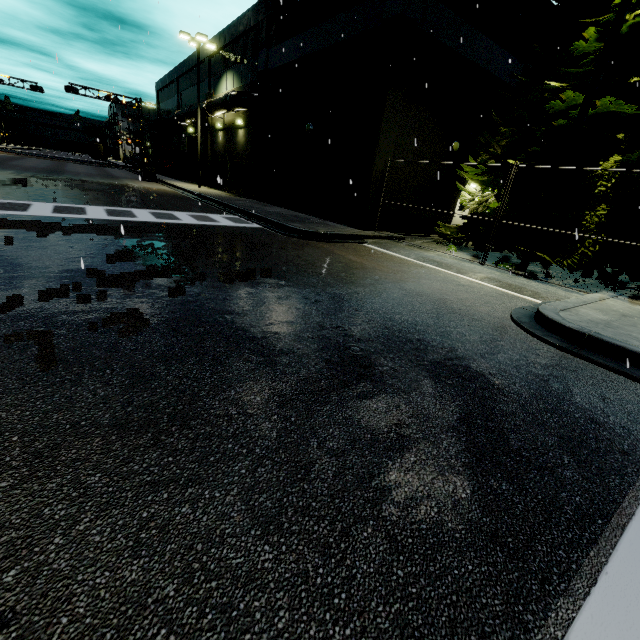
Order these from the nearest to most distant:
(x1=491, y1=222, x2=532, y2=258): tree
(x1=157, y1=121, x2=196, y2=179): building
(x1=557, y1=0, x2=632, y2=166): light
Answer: (x1=557, y1=0, x2=632, y2=166): light
(x1=491, y1=222, x2=532, y2=258): tree
(x1=157, y1=121, x2=196, y2=179): building

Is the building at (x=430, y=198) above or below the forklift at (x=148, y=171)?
above

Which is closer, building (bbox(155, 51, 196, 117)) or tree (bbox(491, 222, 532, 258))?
tree (bbox(491, 222, 532, 258))

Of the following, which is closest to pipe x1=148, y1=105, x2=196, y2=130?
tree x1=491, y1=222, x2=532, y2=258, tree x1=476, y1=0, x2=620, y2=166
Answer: tree x1=476, y1=0, x2=620, y2=166

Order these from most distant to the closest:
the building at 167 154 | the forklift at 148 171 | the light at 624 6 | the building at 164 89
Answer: the building at 167 154
the building at 164 89
the forklift at 148 171
the light at 624 6

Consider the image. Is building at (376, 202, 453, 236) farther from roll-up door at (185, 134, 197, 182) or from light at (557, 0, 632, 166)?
light at (557, 0, 632, 166)

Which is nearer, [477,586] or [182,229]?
[477,586]

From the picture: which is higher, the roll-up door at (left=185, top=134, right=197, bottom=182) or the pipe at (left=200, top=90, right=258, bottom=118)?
the pipe at (left=200, top=90, right=258, bottom=118)
